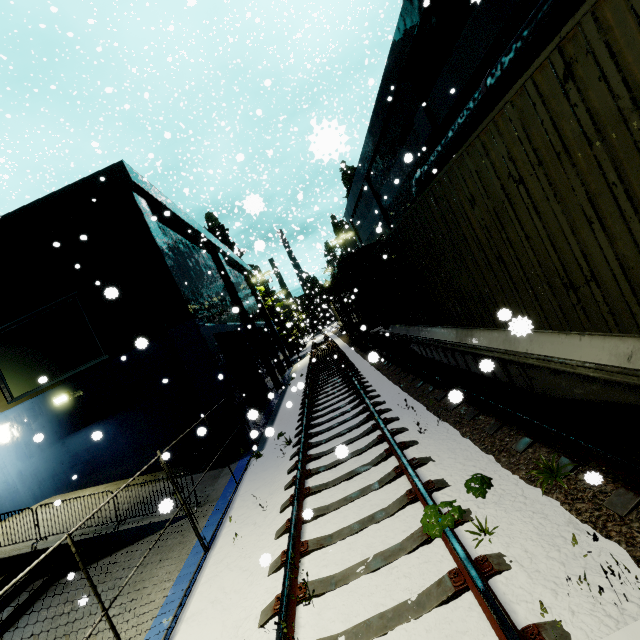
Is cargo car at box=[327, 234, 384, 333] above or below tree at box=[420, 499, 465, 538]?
above

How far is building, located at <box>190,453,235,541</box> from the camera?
7.4m

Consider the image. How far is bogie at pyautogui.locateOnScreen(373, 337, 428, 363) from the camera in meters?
10.4

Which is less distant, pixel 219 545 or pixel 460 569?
pixel 460 569

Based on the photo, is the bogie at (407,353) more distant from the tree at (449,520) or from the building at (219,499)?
the tree at (449,520)

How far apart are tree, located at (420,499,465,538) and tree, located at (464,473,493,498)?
0.6 meters

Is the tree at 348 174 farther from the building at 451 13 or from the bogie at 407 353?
the bogie at 407 353

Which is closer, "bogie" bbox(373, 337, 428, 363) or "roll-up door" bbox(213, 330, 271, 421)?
"bogie" bbox(373, 337, 428, 363)
